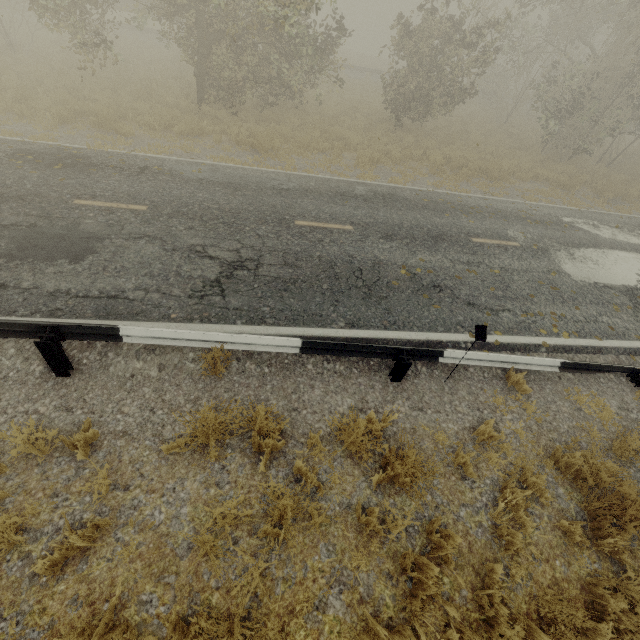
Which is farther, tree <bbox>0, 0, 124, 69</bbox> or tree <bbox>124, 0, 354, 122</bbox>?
tree <bbox>124, 0, 354, 122</bbox>

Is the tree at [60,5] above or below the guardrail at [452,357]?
above

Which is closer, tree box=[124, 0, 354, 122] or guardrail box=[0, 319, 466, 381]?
guardrail box=[0, 319, 466, 381]

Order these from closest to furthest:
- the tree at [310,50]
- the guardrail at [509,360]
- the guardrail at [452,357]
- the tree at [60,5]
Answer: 1. the guardrail at [452,357]
2. the guardrail at [509,360]
3. the tree at [60,5]
4. the tree at [310,50]

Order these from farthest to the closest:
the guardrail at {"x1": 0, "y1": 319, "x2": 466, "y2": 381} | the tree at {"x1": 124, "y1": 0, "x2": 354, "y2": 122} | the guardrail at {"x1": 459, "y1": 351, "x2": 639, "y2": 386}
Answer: the tree at {"x1": 124, "y1": 0, "x2": 354, "y2": 122} < the guardrail at {"x1": 459, "y1": 351, "x2": 639, "y2": 386} < the guardrail at {"x1": 0, "y1": 319, "x2": 466, "y2": 381}

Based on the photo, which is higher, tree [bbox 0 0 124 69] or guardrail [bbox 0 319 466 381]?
tree [bbox 0 0 124 69]

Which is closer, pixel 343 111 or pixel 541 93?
pixel 343 111
